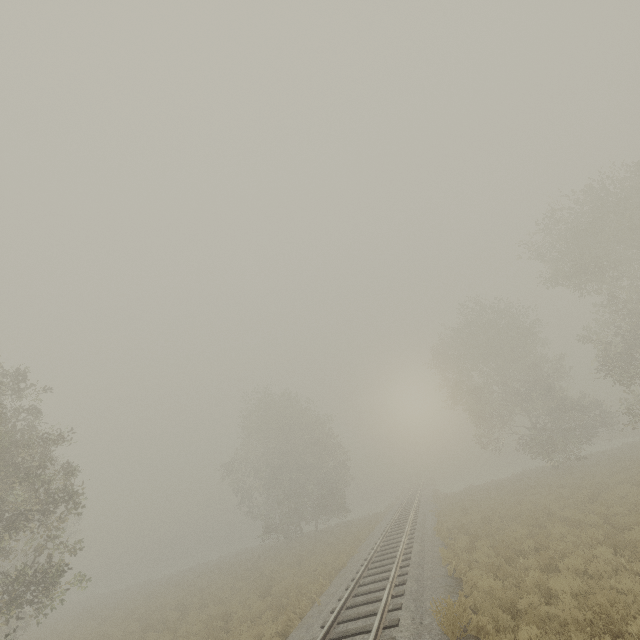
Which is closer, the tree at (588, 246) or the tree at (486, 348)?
the tree at (588, 246)

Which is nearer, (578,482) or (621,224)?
(621,224)

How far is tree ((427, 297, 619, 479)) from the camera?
26.8 meters

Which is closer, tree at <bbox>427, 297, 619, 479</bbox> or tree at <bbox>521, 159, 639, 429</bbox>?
tree at <bbox>521, 159, 639, 429</bbox>

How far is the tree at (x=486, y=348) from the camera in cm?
2677
